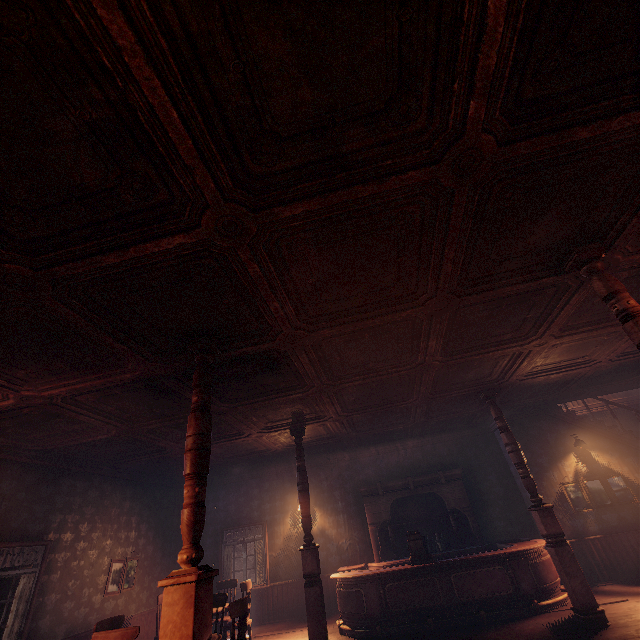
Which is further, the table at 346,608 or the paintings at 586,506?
the paintings at 586,506

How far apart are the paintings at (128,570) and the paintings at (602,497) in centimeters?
1098cm

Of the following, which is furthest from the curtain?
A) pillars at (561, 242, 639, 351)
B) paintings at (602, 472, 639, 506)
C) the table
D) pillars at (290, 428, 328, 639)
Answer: paintings at (602, 472, 639, 506)

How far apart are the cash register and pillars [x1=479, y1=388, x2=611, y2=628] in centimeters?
228cm

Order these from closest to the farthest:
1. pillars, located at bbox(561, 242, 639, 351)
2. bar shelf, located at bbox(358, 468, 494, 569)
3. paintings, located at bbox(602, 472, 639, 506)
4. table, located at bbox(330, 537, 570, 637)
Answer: pillars, located at bbox(561, 242, 639, 351) → table, located at bbox(330, 537, 570, 637) → paintings, located at bbox(602, 472, 639, 506) → bar shelf, located at bbox(358, 468, 494, 569)

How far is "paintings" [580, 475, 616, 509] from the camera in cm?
787

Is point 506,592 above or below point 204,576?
below
